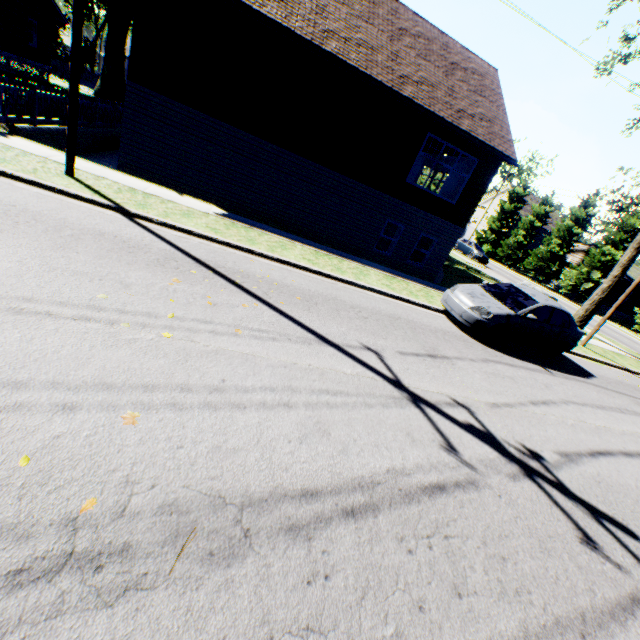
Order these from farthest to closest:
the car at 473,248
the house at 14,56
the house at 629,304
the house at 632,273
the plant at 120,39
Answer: the house at 629,304 → the house at 632,273 → the car at 473,248 → the plant at 120,39 → the house at 14,56

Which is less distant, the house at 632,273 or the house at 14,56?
the house at 14,56

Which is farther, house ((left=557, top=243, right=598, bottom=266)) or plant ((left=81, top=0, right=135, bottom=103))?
house ((left=557, top=243, right=598, bottom=266))

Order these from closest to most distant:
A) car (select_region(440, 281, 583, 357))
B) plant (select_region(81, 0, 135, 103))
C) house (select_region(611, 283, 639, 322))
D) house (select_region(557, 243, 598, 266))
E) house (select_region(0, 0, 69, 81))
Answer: car (select_region(440, 281, 583, 357)), house (select_region(0, 0, 69, 81)), plant (select_region(81, 0, 135, 103)), house (select_region(611, 283, 639, 322)), house (select_region(557, 243, 598, 266))

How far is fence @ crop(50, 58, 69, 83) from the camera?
30.5 meters

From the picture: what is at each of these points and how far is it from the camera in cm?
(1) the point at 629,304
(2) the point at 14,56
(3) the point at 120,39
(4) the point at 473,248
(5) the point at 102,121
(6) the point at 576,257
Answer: (1) house, 3797
(2) house, 2130
(3) plant, 2967
(4) car, 3278
(5) fence, 1566
(6) house, 4075

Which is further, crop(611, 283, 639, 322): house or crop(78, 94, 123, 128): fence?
crop(611, 283, 639, 322): house
